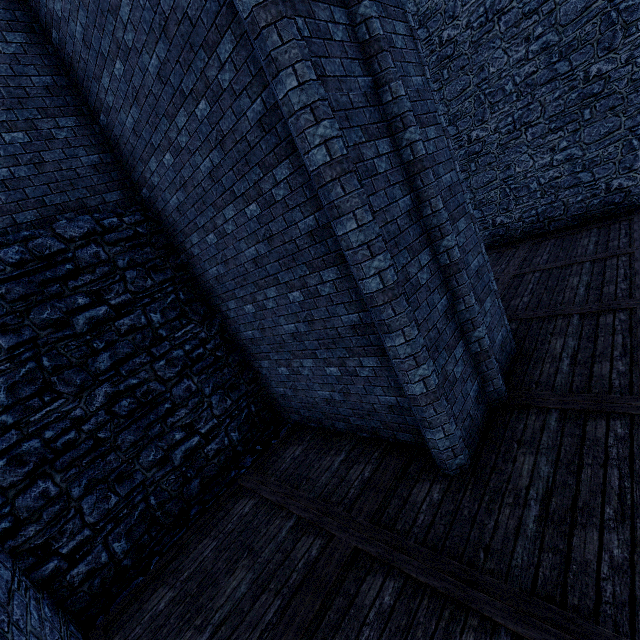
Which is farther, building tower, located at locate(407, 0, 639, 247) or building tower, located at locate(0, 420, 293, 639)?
building tower, located at locate(407, 0, 639, 247)

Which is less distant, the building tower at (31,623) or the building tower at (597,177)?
the building tower at (31,623)

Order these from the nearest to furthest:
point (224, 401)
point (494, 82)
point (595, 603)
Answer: point (595, 603), point (224, 401), point (494, 82)
